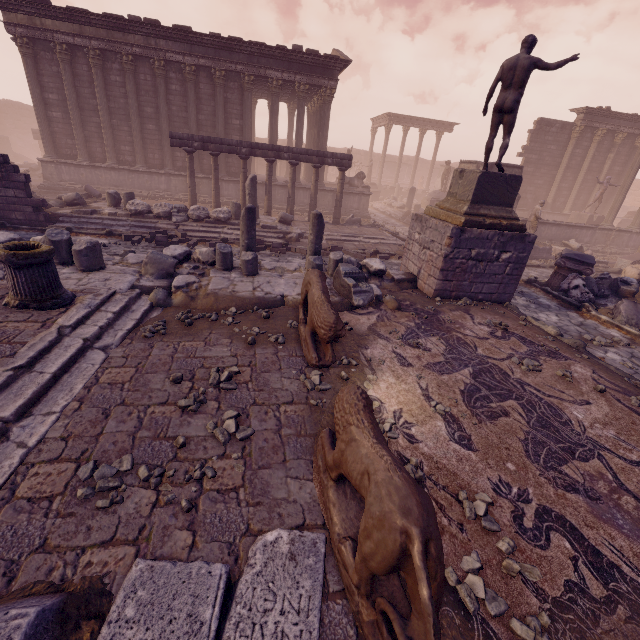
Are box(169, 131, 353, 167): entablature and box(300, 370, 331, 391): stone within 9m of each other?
no

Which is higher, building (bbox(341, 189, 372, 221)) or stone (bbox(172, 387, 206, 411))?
building (bbox(341, 189, 372, 221))

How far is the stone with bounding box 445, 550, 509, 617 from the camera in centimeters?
228cm

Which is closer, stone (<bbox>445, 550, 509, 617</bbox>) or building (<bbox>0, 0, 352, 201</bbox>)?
stone (<bbox>445, 550, 509, 617</bbox>)

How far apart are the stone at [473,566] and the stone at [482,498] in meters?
0.1

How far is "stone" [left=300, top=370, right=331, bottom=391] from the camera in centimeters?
431cm

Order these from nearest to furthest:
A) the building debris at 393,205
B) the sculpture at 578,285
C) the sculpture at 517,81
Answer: the sculpture at 517,81 < the sculpture at 578,285 < the building debris at 393,205

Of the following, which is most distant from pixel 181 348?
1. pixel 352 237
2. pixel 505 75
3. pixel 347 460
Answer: pixel 352 237
